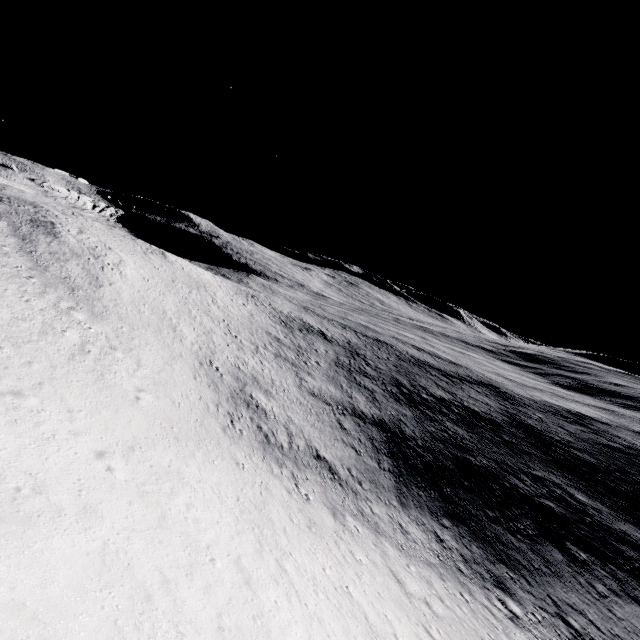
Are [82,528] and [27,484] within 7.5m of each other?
yes
